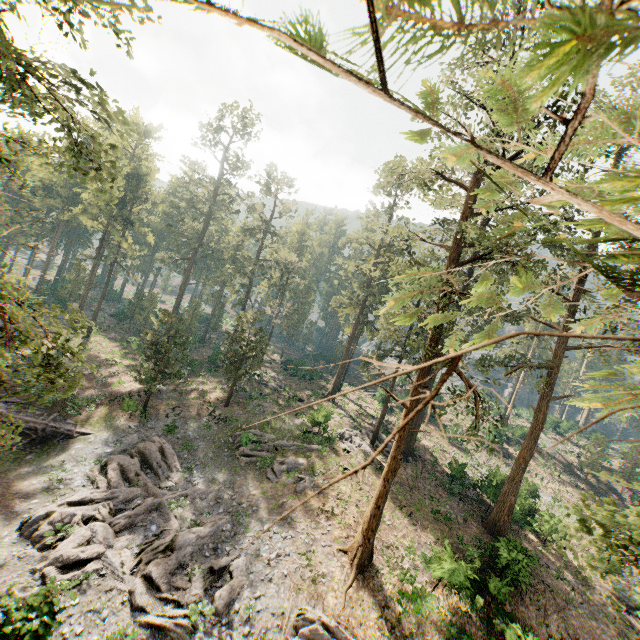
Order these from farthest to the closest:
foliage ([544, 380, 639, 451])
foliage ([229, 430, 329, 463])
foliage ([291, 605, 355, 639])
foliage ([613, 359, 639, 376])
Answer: foliage ([229, 430, 329, 463]) → foliage ([291, 605, 355, 639]) → foliage ([613, 359, 639, 376]) → foliage ([544, 380, 639, 451])

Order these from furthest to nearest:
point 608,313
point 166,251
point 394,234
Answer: point 166,251 < point 608,313 < point 394,234

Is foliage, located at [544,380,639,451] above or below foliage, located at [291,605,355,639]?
above

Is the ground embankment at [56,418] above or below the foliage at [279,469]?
below

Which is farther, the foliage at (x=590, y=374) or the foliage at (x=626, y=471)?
the foliage at (x=626, y=471)

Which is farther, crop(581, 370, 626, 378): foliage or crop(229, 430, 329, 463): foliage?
crop(229, 430, 329, 463): foliage

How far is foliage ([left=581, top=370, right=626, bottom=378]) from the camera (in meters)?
2.19
